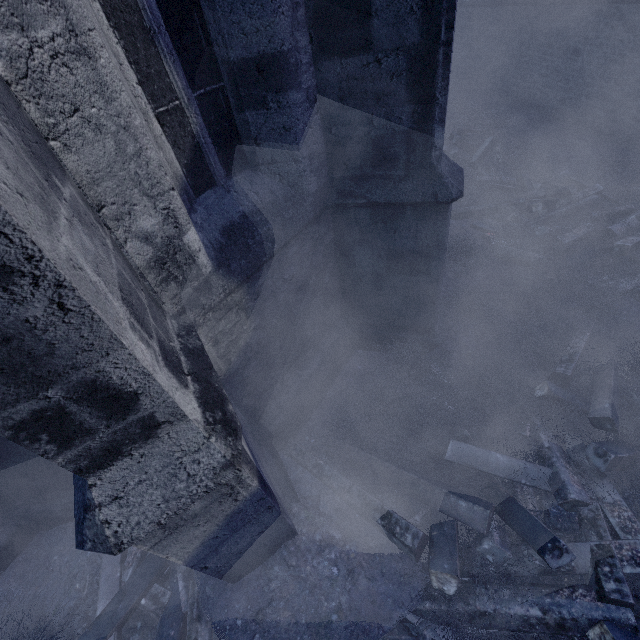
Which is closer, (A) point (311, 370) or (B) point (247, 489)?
(B) point (247, 489)

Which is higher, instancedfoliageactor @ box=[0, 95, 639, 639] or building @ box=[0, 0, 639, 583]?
building @ box=[0, 0, 639, 583]

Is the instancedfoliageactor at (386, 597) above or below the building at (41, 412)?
below

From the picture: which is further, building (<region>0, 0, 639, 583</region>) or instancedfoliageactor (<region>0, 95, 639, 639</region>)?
instancedfoliageactor (<region>0, 95, 639, 639</region>)

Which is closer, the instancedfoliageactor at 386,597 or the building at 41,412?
the building at 41,412
